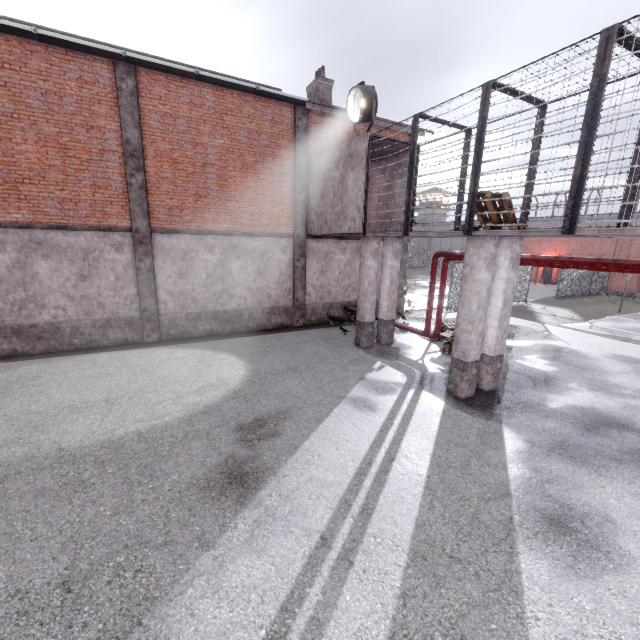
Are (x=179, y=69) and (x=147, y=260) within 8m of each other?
yes

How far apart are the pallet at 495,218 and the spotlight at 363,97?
4.5m

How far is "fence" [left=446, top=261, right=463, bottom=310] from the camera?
A: 18.6 meters

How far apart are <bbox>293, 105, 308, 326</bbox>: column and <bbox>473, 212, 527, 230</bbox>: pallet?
7.4m

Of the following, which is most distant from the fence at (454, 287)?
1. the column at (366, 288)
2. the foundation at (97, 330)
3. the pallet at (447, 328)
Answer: the foundation at (97, 330)

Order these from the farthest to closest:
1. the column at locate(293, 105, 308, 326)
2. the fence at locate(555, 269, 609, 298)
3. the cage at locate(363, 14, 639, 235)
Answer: the fence at locate(555, 269, 609, 298) → the column at locate(293, 105, 308, 326) → the cage at locate(363, 14, 639, 235)

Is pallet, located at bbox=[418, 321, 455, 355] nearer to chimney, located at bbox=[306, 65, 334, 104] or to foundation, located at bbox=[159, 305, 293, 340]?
foundation, located at bbox=[159, 305, 293, 340]

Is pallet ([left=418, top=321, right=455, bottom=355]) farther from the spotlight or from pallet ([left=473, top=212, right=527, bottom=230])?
the spotlight
